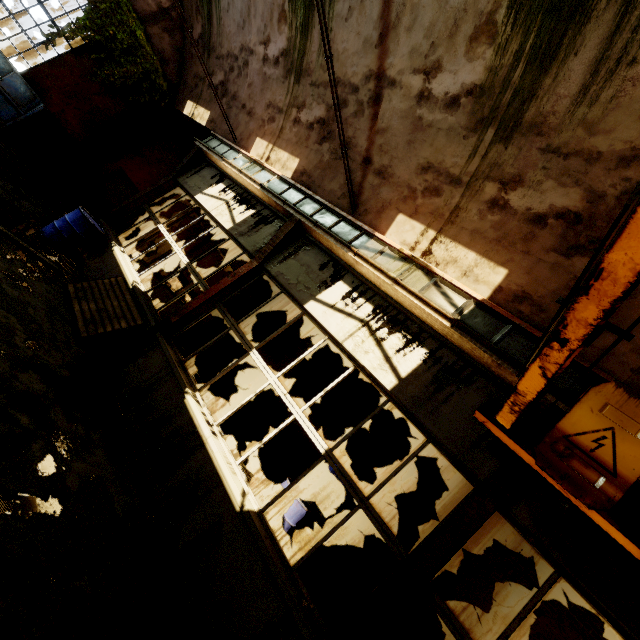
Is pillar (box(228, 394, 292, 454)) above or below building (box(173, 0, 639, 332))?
below

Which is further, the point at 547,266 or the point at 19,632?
the point at 547,266

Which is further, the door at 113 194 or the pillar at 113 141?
the door at 113 194

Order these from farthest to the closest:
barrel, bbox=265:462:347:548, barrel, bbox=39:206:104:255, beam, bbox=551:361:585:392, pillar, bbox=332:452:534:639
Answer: barrel, bbox=39:206:104:255 < barrel, bbox=265:462:347:548 < beam, bbox=551:361:585:392 < pillar, bbox=332:452:534:639

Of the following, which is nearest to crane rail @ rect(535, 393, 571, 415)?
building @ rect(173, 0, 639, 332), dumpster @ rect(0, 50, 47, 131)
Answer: building @ rect(173, 0, 639, 332)

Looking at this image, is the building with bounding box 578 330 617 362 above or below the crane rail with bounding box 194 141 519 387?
above

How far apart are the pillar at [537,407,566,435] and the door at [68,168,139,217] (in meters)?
14.82

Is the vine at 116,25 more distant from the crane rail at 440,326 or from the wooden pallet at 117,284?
the wooden pallet at 117,284
